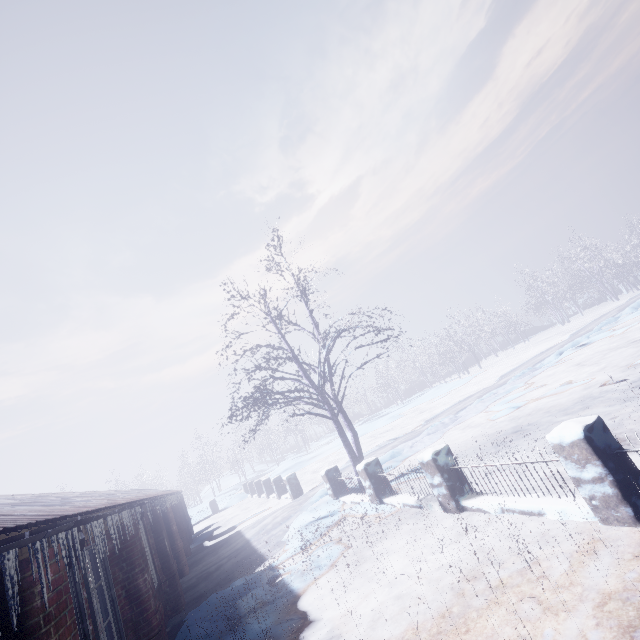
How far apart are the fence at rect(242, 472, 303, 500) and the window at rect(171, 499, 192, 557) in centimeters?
375cm

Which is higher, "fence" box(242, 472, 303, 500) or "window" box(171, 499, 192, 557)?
"window" box(171, 499, 192, 557)

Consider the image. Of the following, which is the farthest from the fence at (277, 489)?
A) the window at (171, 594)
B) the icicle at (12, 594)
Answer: the icicle at (12, 594)

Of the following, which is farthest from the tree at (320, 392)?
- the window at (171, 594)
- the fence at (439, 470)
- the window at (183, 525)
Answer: the window at (183, 525)

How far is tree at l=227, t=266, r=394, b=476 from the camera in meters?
8.1

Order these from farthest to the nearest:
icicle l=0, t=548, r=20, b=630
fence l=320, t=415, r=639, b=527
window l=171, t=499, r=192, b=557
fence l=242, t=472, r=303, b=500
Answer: fence l=242, t=472, r=303, b=500 → window l=171, t=499, r=192, b=557 → fence l=320, t=415, r=639, b=527 → icicle l=0, t=548, r=20, b=630

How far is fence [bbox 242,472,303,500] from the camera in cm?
1285

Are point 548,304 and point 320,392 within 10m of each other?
no
